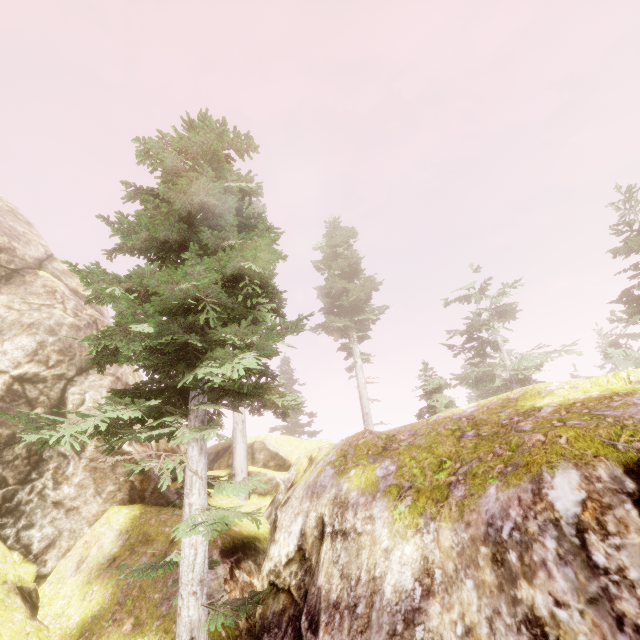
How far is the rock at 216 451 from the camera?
16.1m

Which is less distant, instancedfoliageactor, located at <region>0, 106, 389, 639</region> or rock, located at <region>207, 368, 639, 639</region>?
rock, located at <region>207, 368, 639, 639</region>

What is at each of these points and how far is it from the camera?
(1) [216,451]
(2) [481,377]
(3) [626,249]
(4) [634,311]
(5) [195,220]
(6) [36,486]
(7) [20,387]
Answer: (1) rock, 23.69m
(2) instancedfoliageactor, 24.61m
(3) instancedfoliageactor, 20.00m
(4) instancedfoliageactor, 18.78m
(5) instancedfoliageactor, 7.27m
(6) rock, 10.44m
(7) rock, 11.30m

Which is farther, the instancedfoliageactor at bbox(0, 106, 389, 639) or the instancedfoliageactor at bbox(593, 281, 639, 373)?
the instancedfoliageactor at bbox(593, 281, 639, 373)

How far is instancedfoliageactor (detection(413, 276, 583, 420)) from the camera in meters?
21.6

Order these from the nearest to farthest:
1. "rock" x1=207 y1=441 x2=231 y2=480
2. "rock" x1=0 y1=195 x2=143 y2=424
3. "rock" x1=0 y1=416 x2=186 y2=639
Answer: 1. "rock" x1=0 y1=416 x2=186 y2=639
2. "rock" x1=0 y1=195 x2=143 y2=424
3. "rock" x1=207 y1=441 x2=231 y2=480

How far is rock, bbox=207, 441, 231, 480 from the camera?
16.11m

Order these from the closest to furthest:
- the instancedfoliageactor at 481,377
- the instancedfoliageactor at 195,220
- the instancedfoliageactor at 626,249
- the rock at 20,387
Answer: the instancedfoliageactor at 195,220, the rock at 20,387, the instancedfoliageactor at 626,249, the instancedfoliageactor at 481,377
